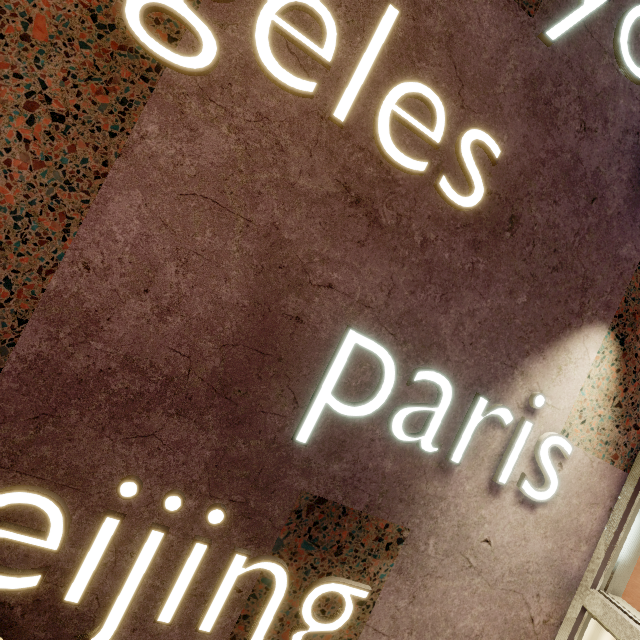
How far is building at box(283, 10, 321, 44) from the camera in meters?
1.0

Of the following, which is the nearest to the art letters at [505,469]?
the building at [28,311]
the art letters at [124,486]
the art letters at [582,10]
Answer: the building at [28,311]

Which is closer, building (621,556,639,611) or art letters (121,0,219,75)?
art letters (121,0,219,75)

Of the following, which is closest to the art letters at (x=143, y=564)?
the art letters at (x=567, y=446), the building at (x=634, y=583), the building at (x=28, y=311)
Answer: the building at (x=28, y=311)

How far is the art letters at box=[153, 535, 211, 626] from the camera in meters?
1.1 m

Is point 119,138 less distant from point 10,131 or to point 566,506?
point 10,131

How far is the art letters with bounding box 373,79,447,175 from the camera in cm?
111

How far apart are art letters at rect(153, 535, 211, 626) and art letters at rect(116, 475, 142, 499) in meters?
0.2
